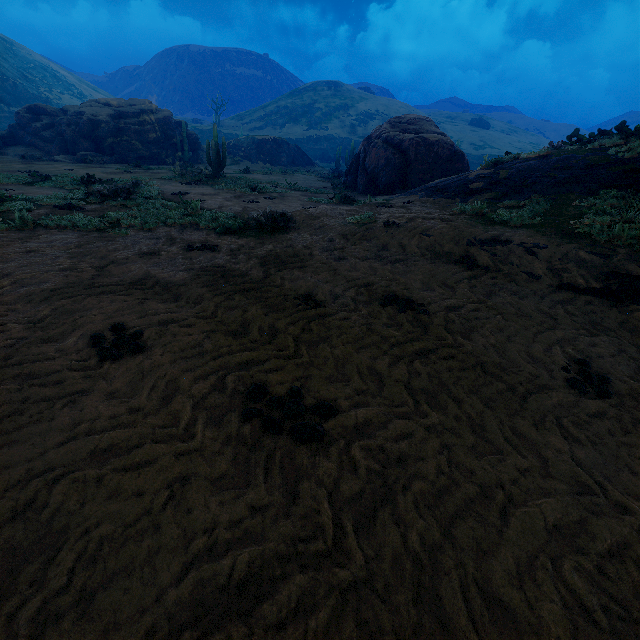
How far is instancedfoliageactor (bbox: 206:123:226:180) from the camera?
18.30m

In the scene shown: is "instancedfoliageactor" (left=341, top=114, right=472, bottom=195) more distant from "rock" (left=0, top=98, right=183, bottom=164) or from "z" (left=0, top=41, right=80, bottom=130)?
"z" (left=0, top=41, right=80, bottom=130)

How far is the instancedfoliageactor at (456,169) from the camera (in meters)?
16.38

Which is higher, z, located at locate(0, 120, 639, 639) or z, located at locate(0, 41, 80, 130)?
z, located at locate(0, 41, 80, 130)

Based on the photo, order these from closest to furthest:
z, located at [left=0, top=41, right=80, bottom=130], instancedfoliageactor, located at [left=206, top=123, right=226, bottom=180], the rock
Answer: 1. instancedfoliageactor, located at [left=206, top=123, right=226, bottom=180]
2. the rock
3. z, located at [left=0, top=41, right=80, bottom=130]

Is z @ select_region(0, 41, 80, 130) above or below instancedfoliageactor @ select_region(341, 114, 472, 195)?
above

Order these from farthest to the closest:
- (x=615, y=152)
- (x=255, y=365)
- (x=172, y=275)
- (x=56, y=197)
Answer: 1. (x=56, y=197)
2. (x=615, y=152)
3. (x=172, y=275)
4. (x=255, y=365)

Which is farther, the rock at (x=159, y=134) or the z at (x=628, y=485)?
the rock at (x=159, y=134)
